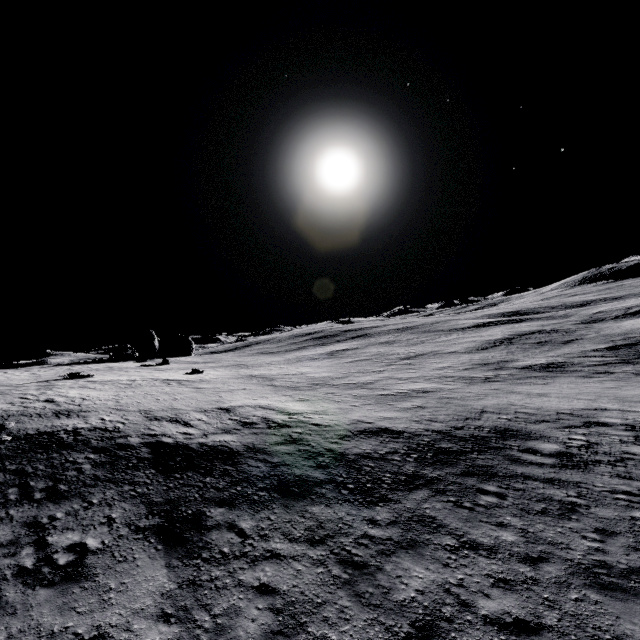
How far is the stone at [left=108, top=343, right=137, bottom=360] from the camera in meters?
42.3 m

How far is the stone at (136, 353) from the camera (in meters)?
42.34

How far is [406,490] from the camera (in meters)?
11.66
